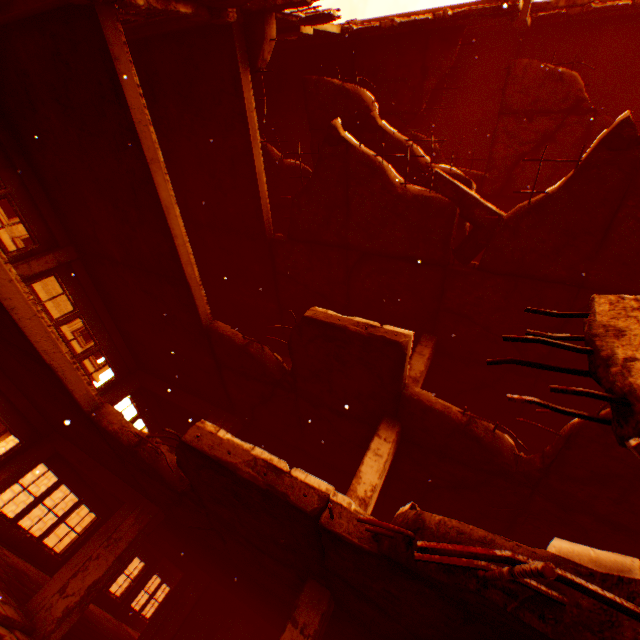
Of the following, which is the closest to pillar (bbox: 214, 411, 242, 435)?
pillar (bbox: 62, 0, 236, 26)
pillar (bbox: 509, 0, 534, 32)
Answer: pillar (bbox: 62, 0, 236, 26)

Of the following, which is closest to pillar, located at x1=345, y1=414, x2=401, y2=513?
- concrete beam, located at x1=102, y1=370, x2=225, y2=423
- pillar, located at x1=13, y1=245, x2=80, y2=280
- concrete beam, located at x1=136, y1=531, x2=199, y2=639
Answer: concrete beam, located at x1=102, y1=370, x2=225, y2=423

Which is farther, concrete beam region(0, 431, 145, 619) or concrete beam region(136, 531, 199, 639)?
concrete beam region(136, 531, 199, 639)

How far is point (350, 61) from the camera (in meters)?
11.21

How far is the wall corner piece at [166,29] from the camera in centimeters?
696cm

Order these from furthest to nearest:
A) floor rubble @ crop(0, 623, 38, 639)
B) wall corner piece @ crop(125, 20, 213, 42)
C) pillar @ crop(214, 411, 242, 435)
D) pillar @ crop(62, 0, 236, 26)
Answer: pillar @ crop(214, 411, 242, 435)
wall corner piece @ crop(125, 20, 213, 42)
floor rubble @ crop(0, 623, 38, 639)
pillar @ crop(62, 0, 236, 26)

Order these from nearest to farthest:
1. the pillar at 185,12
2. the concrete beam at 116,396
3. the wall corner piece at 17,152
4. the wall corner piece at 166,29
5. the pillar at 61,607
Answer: the pillar at 185,12, the pillar at 61,607, the wall corner piece at 166,29, the wall corner piece at 17,152, the concrete beam at 116,396

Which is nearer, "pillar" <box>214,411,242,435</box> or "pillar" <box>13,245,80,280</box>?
"pillar" <box>13,245,80,280</box>
